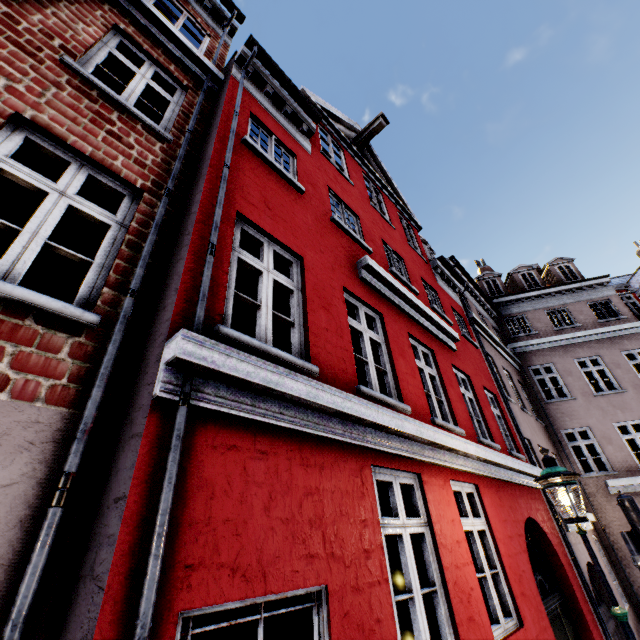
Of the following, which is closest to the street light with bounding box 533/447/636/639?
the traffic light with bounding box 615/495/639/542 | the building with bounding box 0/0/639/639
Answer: the building with bounding box 0/0/639/639

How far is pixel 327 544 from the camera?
2.6m

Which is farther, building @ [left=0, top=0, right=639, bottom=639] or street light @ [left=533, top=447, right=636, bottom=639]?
street light @ [left=533, top=447, right=636, bottom=639]

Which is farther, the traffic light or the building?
the traffic light

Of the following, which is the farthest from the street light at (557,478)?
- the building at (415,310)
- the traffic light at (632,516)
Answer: the traffic light at (632,516)

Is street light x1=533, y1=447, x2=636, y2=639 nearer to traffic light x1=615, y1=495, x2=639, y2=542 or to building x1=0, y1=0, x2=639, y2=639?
building x1=0, y1=0, x2=639, y2=639
